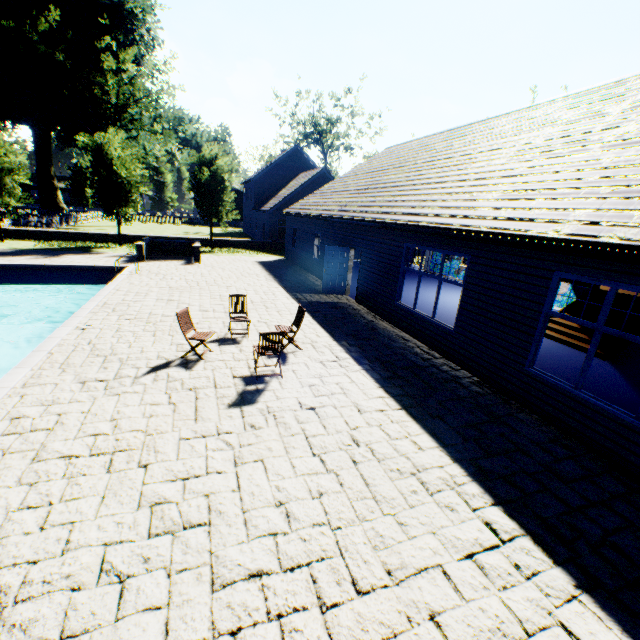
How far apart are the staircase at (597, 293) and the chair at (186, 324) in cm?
1110

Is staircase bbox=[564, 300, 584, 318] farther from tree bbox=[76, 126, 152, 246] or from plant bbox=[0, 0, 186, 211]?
plant bbox=[0, 0, 186, 211]

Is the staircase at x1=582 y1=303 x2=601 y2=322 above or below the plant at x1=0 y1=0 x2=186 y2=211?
below

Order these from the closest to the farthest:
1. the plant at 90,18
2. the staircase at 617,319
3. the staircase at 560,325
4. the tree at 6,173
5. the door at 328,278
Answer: the staircase at 617,319, the staircase at 560,325, the door at 328,278, the tree at 6,173, the plant at 90,18

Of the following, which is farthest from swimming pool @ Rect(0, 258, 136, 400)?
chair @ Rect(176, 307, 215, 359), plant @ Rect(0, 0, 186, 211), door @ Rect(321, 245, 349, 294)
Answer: door @ Rect(321, 245, 349, 294)

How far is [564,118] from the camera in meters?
9.2

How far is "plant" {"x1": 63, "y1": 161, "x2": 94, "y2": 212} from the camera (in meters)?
46.09

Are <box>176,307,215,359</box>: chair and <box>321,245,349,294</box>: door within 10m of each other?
yes
